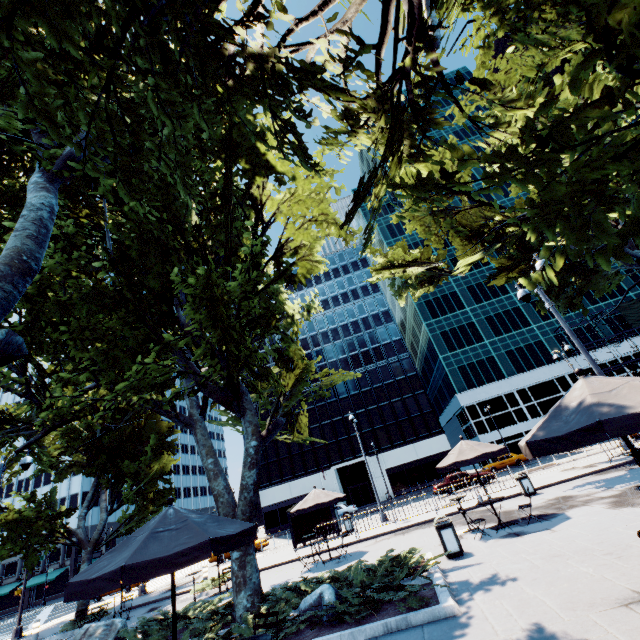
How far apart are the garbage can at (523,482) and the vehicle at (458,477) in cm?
1201

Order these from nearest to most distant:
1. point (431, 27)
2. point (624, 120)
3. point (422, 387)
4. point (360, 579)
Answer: point (431, 27) → point (360, 579) → point (624, 120) → point (422, 387)

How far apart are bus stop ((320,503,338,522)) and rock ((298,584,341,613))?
14.9m

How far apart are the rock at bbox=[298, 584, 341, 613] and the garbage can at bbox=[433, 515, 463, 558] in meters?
3.4

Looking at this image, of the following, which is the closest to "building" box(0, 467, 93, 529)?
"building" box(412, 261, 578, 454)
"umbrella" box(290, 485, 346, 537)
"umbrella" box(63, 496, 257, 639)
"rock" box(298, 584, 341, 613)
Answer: "umbrella" box(290, 485, 346, 537)

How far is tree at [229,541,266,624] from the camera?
9.4m

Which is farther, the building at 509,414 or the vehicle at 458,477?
the building at 509,414

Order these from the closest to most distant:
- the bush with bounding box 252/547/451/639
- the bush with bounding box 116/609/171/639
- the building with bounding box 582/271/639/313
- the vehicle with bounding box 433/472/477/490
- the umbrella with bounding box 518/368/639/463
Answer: the umbrella with bounding box 518/368/639/463, the bush with bounding box 252/547/451/639, the bush with bounding box 116/609/171/639, the vehicle with bounding box 433/472/477/490, the building with bounding box 582/271/639/313
